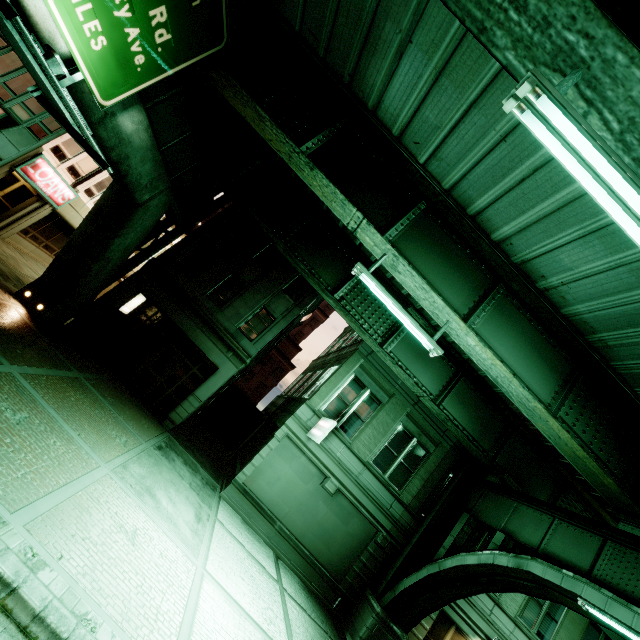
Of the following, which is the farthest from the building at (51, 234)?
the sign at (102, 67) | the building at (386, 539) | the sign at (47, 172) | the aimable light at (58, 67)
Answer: the aimable light at (58, 67)

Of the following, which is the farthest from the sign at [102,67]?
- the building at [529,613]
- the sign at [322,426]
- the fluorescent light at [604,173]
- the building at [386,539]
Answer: the building at [529,613]

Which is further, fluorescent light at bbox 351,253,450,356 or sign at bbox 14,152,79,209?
sign at bbox 14,152,79,209

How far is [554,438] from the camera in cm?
945

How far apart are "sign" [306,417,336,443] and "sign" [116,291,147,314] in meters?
11.0

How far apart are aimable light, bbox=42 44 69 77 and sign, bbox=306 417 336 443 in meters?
12.5

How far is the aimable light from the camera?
5.2m

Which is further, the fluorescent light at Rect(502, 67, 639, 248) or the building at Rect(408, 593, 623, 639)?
the building at Rect(408, 593, 623, 639)
